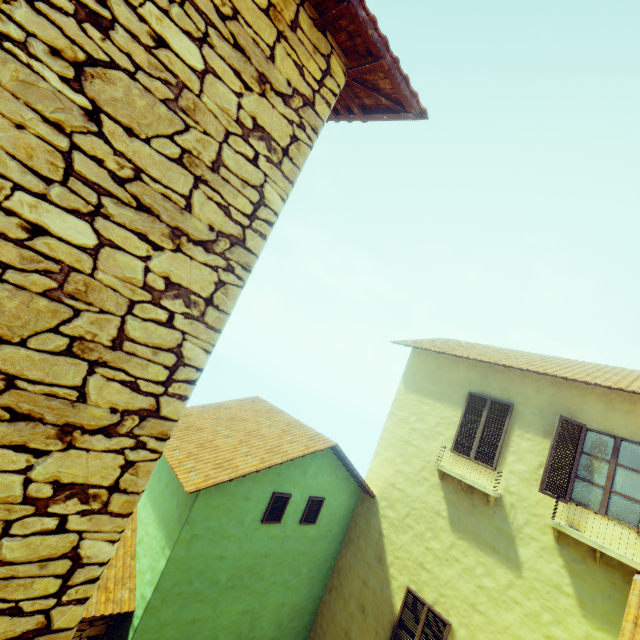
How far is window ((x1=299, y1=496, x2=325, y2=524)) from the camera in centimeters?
818cm

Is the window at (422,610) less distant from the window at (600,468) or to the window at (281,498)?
the window at (281,498)

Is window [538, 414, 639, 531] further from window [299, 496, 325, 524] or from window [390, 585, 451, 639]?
window [299, 496, 325, 524]

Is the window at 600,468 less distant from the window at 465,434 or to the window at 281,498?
the window at 465,434

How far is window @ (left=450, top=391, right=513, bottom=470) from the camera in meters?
7.8

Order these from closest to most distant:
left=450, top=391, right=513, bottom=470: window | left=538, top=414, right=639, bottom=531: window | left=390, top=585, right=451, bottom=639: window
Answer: left=538, top=414, right=639, bottom=531: window < left=390, top=585, right=451, bottom=639: window < left=450, top=391, right=513, bottom=470: window

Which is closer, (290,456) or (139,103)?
(139,103)

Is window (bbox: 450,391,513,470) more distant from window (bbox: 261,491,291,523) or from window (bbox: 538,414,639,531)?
window (bbox: 261,491,291,523)
